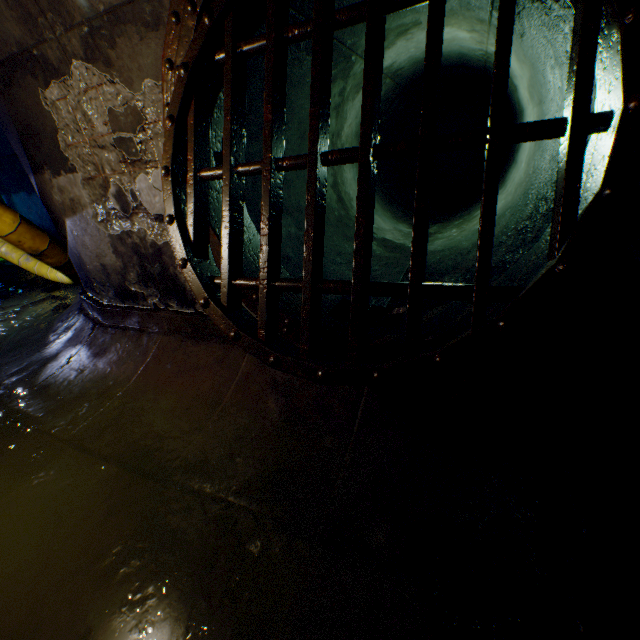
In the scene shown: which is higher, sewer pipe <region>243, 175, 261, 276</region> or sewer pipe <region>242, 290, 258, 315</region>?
sewer pipe <region>243, 175, 261, 276</region>

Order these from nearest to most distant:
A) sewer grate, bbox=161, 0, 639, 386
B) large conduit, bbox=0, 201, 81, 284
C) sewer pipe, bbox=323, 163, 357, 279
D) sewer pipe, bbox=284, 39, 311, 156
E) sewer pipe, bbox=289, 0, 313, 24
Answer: sewer grate, bbox=161, 0, 639, 386 → sewer pipe, bbox=289, 0, 313, 24 → sewer pipe, bbox=284, 39, 311, 156 → sewer pipe, bbox=323, 163, 357, 279 → large conduit, bbox=0, 201, 81, 284

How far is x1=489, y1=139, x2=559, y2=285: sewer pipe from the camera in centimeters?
217cm

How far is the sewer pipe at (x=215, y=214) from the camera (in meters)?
2.63

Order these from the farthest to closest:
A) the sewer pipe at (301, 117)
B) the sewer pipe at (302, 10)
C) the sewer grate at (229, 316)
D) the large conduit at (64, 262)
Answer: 1. the large conduit at (64, 262)
2. the sewer pipe at (301, 117)
3. the sewer pipe at (302, 10)
4. the sewer grate at (229, 316)

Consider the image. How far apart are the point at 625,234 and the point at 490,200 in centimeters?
84cm

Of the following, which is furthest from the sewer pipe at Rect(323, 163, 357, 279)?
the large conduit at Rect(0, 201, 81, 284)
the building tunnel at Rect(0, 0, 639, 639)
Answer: the large conduit at Rect(0, 201, 81, 284)
